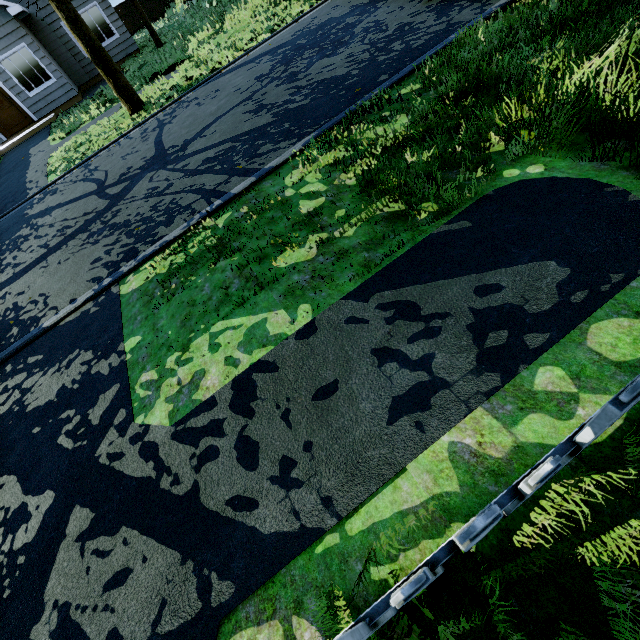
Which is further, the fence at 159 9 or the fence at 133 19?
the fence at 159 9

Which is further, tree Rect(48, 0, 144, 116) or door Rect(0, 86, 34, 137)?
door Rect(0, 86, 34, 137)

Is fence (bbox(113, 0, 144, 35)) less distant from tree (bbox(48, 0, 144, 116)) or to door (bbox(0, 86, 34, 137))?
tree (bbox(48, 0, 144, 116))

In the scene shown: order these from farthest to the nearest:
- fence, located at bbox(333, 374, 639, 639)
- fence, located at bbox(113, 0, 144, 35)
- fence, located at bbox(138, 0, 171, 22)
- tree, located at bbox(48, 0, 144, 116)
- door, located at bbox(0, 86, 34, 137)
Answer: fence, located at bbox(138, 0, 171, 22) < fence, located at bbox(113, 0, 144, 35) < door, located at bbox(0, 86, 34, 137) < tree, located at bbox(48, 0, 144, 116) < fence, located at bbox(333, 374, 639, 639)

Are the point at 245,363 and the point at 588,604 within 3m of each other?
yes

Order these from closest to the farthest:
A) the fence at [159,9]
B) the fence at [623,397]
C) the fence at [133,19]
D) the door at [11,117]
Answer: the fence at [623,397] → the door at [11,117] → the fence at [133,19] → the fence at [159,9]

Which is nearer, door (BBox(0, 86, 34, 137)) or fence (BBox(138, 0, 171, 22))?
door (BBox(0, 86, 34, 137))

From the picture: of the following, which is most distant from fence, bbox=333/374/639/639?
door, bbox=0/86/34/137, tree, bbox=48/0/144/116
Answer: door, bbox=0/86/34/137
